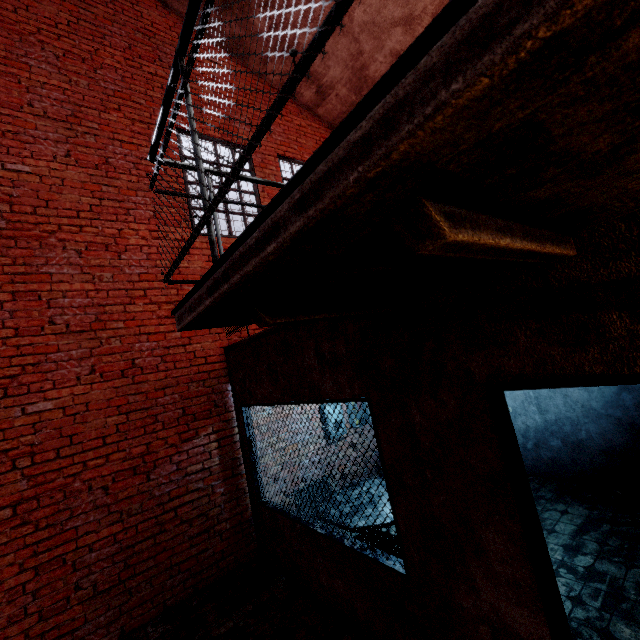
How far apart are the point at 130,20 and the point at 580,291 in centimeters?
773cm

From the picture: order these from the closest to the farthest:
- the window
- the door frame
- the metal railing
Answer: the metal railing, the door frame, the window

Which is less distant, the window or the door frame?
the door frame

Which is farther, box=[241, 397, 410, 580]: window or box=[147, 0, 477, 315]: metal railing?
box=[241, 397, 410, 580]: window

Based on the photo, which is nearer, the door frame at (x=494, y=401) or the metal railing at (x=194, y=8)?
the metal railing at (x=194, y=8)

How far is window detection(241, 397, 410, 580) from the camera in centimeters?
255cm

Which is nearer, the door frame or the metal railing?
the metal railing

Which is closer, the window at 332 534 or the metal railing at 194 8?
the metal railing at 194 8
